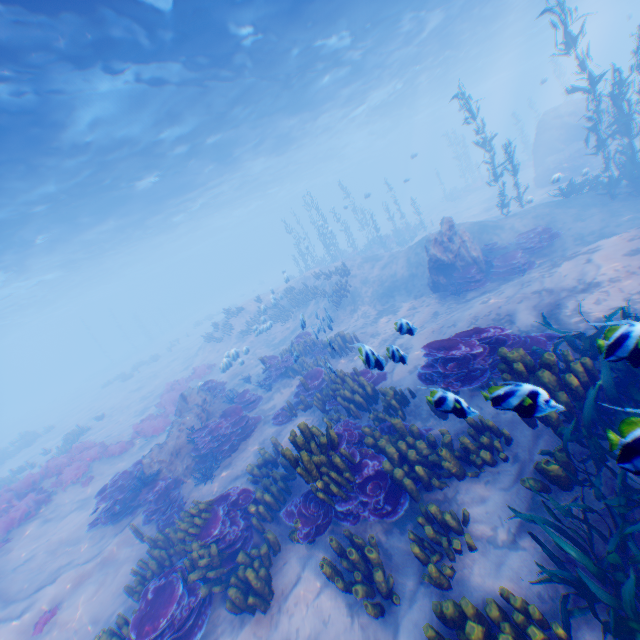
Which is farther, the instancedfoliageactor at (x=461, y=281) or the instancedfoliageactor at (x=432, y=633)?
the instancedfoliageactor at (x=461, y=281)

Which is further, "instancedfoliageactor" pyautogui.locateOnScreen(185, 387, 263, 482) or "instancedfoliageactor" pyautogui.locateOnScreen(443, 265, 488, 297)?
"instancedfoliageactor" pyautogui.locateOnScreen(443, 265, 488, 297)

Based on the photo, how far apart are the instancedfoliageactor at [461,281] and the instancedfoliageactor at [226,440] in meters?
9.5 m

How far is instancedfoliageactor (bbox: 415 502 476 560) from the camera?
4.3m

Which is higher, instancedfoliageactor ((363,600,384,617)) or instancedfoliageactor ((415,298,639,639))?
instancedfoliageactor ((415,298,639,639))

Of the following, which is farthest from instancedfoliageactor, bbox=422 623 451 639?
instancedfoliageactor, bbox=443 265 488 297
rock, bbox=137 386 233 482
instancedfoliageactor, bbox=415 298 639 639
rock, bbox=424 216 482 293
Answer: instancedfoliageactor, bbox=443 265 488 297

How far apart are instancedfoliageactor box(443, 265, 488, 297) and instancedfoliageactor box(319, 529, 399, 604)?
10.5 meters

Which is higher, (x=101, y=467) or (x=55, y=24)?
(x=55, y=24)
